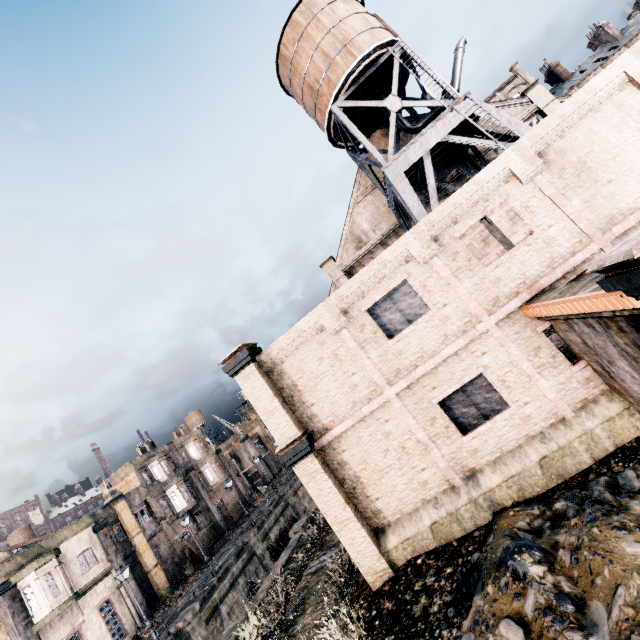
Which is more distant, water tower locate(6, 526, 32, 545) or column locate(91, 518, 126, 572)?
water tower locate(6, 526, 32, 545)

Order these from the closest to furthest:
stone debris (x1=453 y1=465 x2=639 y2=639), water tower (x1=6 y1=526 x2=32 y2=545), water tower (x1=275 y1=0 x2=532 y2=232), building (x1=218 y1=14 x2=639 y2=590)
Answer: stone debris (x1=453 y1=465 x2=639 y2=639) < building (x1=218 y1=14 x2=639 y2=590) < water tower (x1=275 y1=0 x2=532 y2=232) < water tower (x1=6 y1=526 x2=32 y2=545)

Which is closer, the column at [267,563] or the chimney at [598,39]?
the column at [267,563]

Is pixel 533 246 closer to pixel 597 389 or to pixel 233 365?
pixel 597 389

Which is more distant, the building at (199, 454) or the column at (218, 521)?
the building at (199, 454)

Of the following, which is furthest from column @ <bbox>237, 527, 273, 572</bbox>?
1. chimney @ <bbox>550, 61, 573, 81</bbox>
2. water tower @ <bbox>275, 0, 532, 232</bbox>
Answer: chimney @ <bbox>550, 61, 573, 81</bbox>

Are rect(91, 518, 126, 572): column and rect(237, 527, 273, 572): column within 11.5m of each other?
yes

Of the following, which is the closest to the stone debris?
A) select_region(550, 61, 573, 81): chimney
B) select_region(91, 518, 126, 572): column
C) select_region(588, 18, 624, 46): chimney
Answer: select_region(91, 518, 126, 572): column
